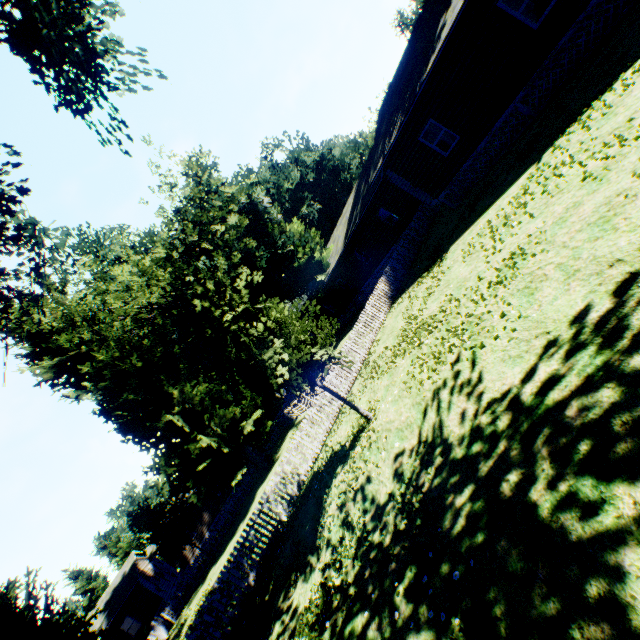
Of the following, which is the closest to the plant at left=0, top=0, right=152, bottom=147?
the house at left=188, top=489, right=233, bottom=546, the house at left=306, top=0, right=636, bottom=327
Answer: the house at left=306, top=0, right=636, bottom=327

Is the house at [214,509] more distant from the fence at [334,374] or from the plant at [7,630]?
the plant at [7,630]

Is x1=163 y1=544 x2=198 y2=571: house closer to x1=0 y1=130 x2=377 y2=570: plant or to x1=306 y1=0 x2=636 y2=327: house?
x1=0 y1=130 x2=377 y2=570: plant

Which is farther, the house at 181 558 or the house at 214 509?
the house at 214 509

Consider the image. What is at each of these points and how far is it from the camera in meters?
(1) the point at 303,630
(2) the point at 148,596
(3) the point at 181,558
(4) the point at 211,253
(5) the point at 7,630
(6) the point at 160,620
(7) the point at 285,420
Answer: (1) plant, 6.8
(2) house, 29.2
(3) house, 33.2
(4) plant, 31.9
(5) plant, 14.6
(6) fence, 25.6
(7) fence, 30.5

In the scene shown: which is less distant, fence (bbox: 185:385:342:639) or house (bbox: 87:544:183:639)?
fence (bbox: 185:385:342:639)
